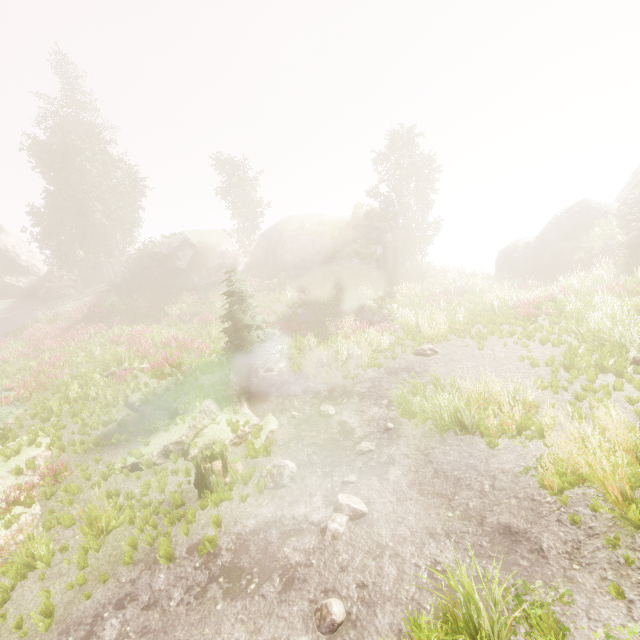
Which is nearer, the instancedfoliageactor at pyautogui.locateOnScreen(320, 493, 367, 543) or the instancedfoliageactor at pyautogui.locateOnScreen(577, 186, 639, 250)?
the instancedfoliageactor at pyautogui.locateOnScreen(320, 493, 367, 543)

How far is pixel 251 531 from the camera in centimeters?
712cm

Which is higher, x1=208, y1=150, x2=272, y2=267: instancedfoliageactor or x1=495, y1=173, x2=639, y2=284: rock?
x1=208, y1=150, x2=272, y2=267: instancedfoliageactor

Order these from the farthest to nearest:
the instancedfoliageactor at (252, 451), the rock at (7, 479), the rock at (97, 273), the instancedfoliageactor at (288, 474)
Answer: the rock at (97, 273), the instancedfoliageactor at (252, 451), the rock at (7, 479), the instancedfoliageactor at (288, 474)

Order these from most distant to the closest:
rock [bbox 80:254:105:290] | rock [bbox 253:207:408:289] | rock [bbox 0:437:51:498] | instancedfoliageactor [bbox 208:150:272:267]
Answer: rock [bbox 80:254:105:290], instancedfoliageactor [bbox 208:150:272:267], rock [bbox 253:207:408:289], rock [bbox 0:437:51:498]

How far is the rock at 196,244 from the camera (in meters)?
29.52

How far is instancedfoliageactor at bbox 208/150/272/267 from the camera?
33.00m

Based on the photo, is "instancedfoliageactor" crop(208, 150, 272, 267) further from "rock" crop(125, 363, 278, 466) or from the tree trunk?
the tree trunk
